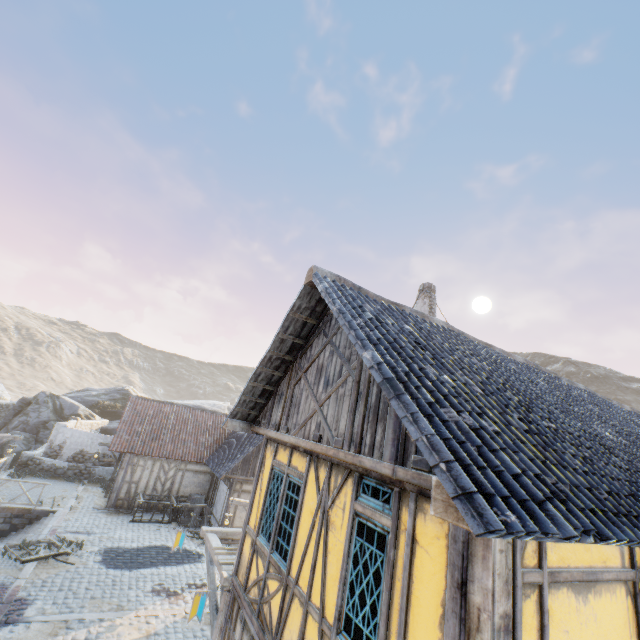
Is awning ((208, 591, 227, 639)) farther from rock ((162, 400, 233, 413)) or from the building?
rock ((162, 400, 233, 413))

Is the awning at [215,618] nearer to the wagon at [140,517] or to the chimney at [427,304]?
the chimney at [427,304]

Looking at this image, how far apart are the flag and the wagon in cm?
1275

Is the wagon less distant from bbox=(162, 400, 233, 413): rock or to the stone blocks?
the stone blocks

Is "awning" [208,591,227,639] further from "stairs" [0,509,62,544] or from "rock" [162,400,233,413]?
"stairs" [0,509,62,544]

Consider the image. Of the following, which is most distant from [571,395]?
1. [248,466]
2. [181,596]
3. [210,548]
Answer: [248,466]

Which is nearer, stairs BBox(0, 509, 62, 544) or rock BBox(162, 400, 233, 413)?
stairs BBox(0, 509, 62, 544)

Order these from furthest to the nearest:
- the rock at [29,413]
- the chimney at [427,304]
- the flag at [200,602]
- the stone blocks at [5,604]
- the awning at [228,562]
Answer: the rock at [29,413]
the chimney at [427,304]
the stone blocks at [5,604]
the awning at [228,562]
the flag at [200,602]
